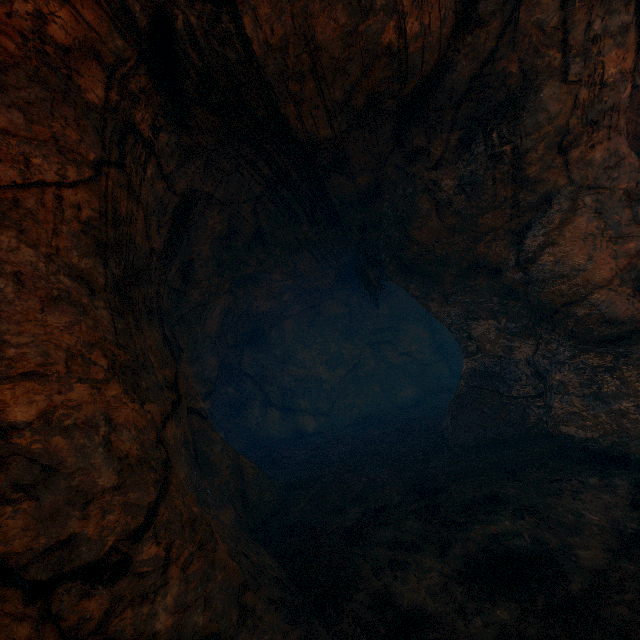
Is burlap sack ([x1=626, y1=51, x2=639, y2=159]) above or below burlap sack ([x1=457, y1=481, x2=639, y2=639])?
above

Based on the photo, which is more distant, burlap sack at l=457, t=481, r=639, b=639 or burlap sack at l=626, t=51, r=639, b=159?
burlap sack at l=626, t=51, r=639, b=159

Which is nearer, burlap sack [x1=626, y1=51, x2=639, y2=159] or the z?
the z

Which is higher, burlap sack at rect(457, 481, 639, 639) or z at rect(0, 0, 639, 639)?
z at rect(0, 0, 639, 639)

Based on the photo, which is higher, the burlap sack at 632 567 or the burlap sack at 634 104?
the burlap sack at 634 104

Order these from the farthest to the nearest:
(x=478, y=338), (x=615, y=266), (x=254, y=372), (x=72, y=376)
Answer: (x=254, y=372)
(x=478, y=338)
(x=615, y=266)
(x=72, y=376)

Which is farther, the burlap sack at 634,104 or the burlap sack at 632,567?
the burlap sack at 634,104
